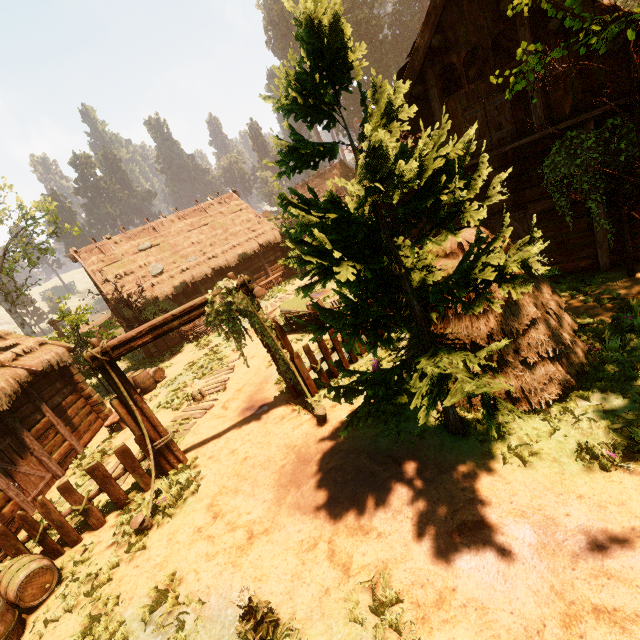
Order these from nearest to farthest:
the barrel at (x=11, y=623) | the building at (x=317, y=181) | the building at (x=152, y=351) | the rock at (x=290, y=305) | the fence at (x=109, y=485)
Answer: the barrel at (x=11, y=623)
the fence at (x=109, y=485)
the rock at (x=290, y=305)
the building at (x=152, y=351)
the building at (x=317, y=181)

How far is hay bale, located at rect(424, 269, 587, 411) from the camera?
5.5 meters

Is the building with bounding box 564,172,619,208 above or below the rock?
above

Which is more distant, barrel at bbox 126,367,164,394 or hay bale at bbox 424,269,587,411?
barrel at bbox 126,367,164,394

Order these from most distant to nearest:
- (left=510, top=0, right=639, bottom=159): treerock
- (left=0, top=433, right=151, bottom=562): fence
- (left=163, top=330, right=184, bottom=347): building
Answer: (left=163, top=330, right=184, bottom=347): building, (left=0, top=433, right=151, bottom=562): fence, (left=510, top=0, right=639, bottom=159): treerock

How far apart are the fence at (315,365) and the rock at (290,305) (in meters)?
4.01

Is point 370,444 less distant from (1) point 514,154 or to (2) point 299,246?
(2) point 299,246

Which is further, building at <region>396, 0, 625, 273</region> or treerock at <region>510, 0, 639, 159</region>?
building at <region>396, 0, 625, 273</region>
